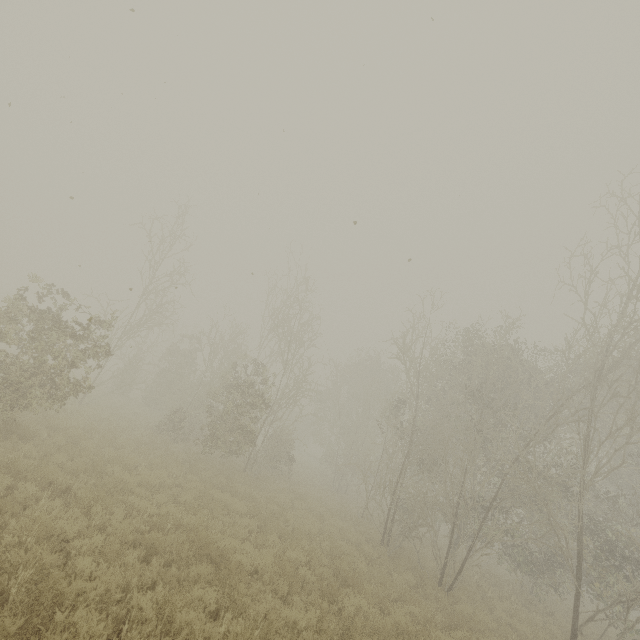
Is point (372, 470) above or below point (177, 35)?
below
